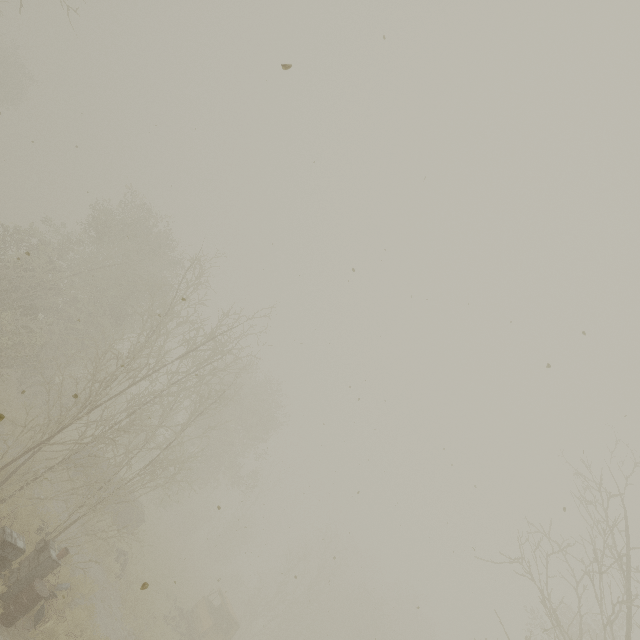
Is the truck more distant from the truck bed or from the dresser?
the dresser

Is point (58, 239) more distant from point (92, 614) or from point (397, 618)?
point (397, 618)

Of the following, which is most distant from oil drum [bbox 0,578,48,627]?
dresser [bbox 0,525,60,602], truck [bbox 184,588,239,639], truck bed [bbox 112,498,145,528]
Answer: truck [bbox 184,588,239,639]

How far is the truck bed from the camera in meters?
19.5

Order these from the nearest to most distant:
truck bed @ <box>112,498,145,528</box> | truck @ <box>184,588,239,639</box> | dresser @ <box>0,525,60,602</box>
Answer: dresser @ <box>0,525,60,602</box>
truck @ <box>184,588,239,639</box>
truck bed @ <box>112,498,145,528</box>

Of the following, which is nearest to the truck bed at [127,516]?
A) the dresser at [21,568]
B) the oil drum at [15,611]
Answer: the dresser at [21,568]

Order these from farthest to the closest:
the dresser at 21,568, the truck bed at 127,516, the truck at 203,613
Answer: the truck bed at 127,516, the truck at 203,613, the dresser at 21,568

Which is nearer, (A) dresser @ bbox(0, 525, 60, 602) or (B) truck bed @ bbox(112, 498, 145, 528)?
(A) dresser @ bbox(0, 525, 60, 602)
